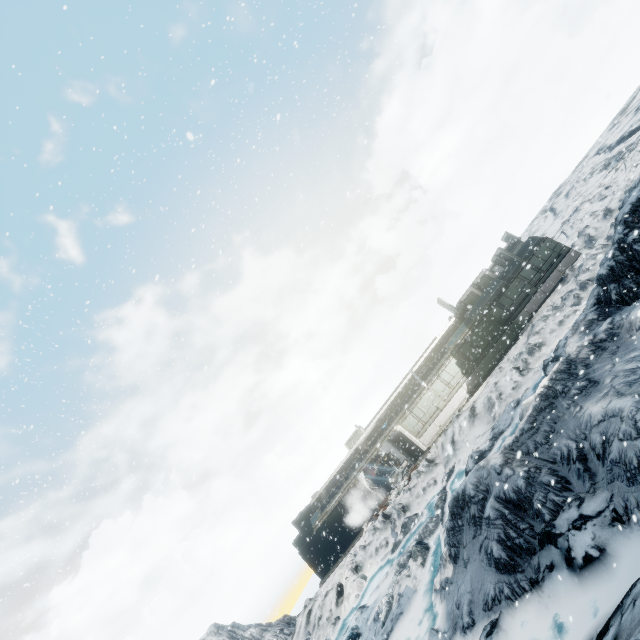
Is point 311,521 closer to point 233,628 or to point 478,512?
point 233,628
